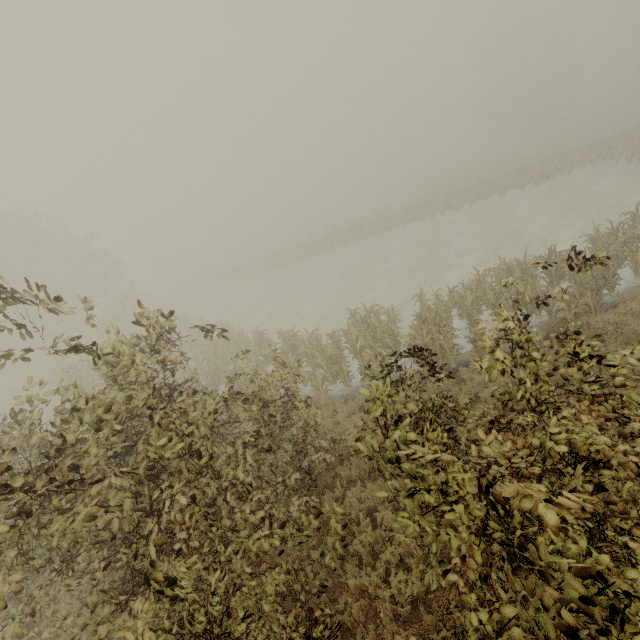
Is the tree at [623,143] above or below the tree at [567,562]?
below

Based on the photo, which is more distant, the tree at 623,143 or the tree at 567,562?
the tree at 623,143

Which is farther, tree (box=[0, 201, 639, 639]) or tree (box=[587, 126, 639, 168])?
tree (box=[587, 126, 639, 168])

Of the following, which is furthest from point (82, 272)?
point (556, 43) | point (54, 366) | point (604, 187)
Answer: point (556, 43)

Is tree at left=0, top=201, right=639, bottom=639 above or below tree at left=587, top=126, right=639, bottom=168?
above
